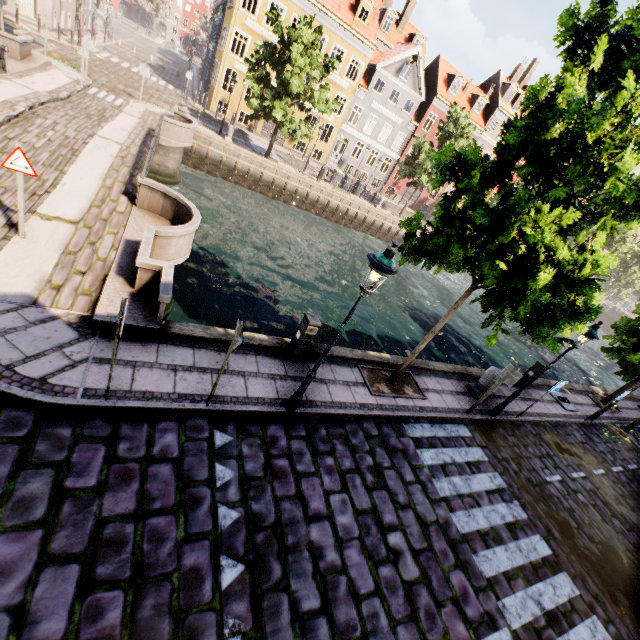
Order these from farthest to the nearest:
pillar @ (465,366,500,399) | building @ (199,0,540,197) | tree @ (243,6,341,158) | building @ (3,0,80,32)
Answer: building @ (199,0,540,197) < building @ (3,0,80,32) < tree @ (243,6,341,158) < pillar @ (465,366,500,399)

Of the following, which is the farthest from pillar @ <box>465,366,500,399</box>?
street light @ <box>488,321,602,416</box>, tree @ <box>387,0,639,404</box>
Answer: tree @ <box>387,0,639,404</box>

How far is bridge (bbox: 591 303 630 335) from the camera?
50.31m

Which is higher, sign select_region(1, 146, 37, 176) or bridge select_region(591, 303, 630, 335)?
sign select_region(1, 146, 37, 176)

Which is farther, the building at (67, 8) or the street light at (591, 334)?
the building at (67, 8)

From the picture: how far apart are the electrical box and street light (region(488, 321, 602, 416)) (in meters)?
6.48

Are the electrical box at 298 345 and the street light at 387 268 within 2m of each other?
yes

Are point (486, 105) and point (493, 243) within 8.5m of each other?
no
